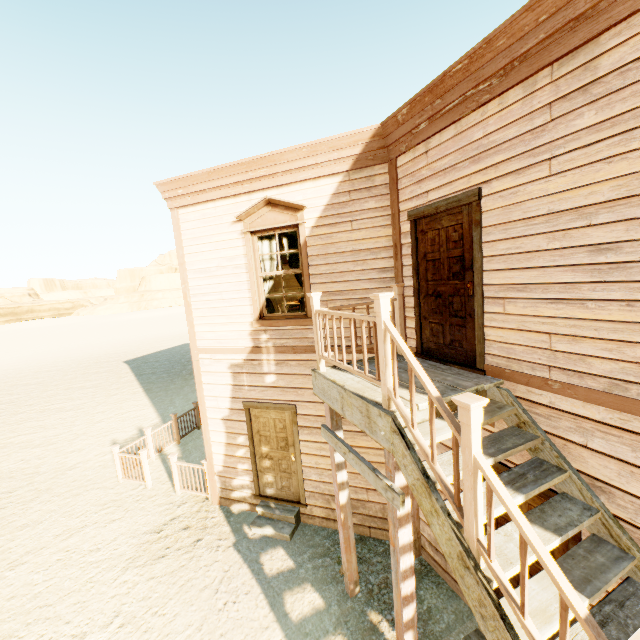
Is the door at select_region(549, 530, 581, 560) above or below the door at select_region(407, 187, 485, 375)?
below

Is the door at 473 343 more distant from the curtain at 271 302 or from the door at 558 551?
the curtain at 271 302

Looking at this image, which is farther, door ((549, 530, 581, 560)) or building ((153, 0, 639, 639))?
door ((549, 530, 581, 560))

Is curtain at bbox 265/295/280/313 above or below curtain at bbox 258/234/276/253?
below

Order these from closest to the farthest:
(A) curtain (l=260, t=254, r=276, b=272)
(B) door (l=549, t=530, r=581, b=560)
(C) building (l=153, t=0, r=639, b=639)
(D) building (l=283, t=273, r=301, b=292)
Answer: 1. (C) building (l=153, t=0, r=639, b=639)
2. (B) door (l=549, t=530, r=581, b=560)
3. (A) curtain (l=260, t=254, r=276, b=272)
4. (D) building (l=283, t=273, r=301, b=292)

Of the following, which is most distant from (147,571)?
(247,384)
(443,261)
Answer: (443,261)

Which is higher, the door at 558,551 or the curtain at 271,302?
the curtain at 271,302

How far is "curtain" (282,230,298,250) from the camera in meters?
6.0
